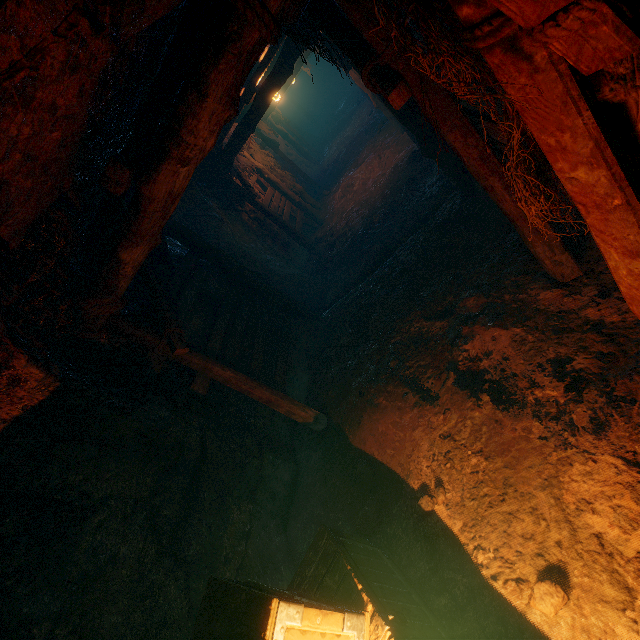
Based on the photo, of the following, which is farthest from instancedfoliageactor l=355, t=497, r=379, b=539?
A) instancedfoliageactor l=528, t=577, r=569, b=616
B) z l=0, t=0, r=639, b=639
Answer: instancedfoliageactor l=528, t=577, r=569, b=616

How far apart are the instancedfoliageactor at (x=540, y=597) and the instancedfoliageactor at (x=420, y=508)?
1.1m

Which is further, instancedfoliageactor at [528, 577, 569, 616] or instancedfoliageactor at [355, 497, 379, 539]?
instancedfoliageactor at [355, 497, 379, 539]

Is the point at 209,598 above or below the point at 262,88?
below

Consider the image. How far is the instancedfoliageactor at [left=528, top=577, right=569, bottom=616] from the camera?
2.24m

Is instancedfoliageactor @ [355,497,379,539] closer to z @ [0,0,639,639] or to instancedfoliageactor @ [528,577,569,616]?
z @ [0,0,639,639]

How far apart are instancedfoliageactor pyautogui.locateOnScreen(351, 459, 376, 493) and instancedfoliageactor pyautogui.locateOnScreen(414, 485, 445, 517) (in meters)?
0.58

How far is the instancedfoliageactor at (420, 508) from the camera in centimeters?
342cm
